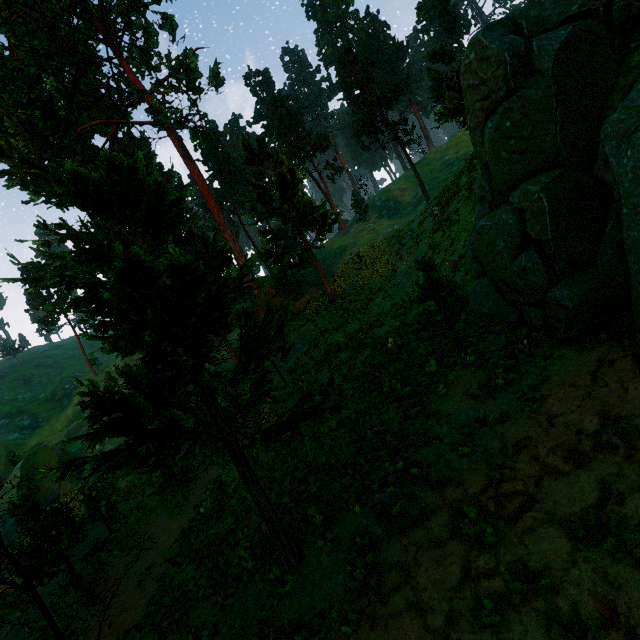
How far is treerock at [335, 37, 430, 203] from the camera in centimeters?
3938cm

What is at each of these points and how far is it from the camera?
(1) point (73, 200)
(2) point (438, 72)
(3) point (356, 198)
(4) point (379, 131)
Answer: (1) treerock, 7.0 meters
(2) treerock, 25.3 meters
(3) treerock, 52.1 meters
(4) treerock, 45.8 meters

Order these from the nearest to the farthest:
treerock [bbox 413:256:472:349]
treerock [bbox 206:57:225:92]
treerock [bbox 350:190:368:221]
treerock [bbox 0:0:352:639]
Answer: treerock [bbox 0:0:352:639]
treerock [bbox 413:256:472:349]
treerock [bbox 206:57:225:92]
treerock [bbox 350:190:368:221]

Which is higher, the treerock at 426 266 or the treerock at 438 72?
the treerock at 438 72

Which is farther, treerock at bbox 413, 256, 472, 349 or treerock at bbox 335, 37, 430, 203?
treerock at bbox 335, 37, 430, 203

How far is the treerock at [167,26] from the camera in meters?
27.7 m
